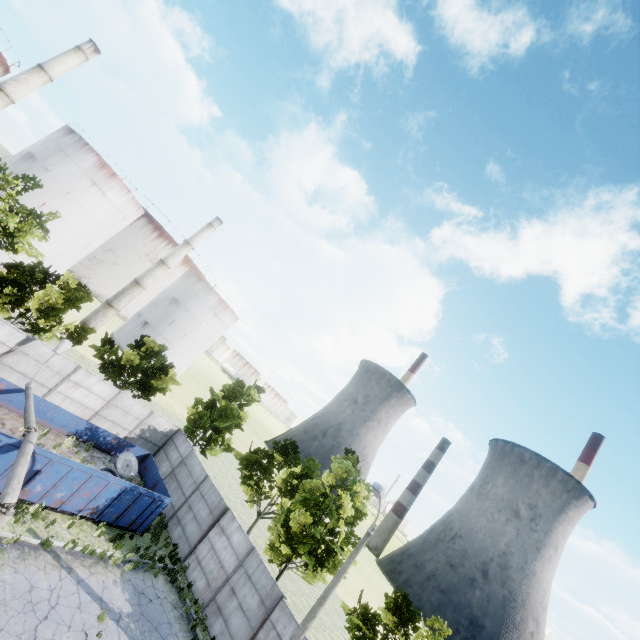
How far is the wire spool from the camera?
18.0 meters

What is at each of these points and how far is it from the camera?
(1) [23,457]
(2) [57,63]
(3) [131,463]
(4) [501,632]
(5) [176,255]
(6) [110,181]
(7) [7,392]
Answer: (1) lamp post, 11.9m
(2) chimney, 35.8m
(3) wire spool, 18.9m
(4) chimney, 60.0m
(5) chimney, 49.6m
(6) storage tank, 40.8m
(7) garbage container, 15.1m

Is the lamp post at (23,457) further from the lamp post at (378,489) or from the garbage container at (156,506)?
the lamp post at (378,489)

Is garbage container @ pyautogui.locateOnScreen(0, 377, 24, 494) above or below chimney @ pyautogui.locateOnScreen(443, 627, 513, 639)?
below

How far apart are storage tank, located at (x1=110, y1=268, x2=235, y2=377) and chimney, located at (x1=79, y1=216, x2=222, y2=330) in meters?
5.8

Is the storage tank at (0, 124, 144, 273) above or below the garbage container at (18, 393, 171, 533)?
above

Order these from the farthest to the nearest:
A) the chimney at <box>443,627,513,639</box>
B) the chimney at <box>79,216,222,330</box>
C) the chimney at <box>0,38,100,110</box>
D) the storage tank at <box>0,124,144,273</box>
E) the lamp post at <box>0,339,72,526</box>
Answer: the chimney at <box>443,627,513,639</box>, the chimney at <box>79,216,222,330</box>, the storage tank at <box>0,124,144,273</box>, the chimney at <box>0,38,100,110</box>, the lamp post at <box>0,339,72,526</box>

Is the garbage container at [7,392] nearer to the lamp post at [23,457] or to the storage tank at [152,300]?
the lamp post at [23,457]
